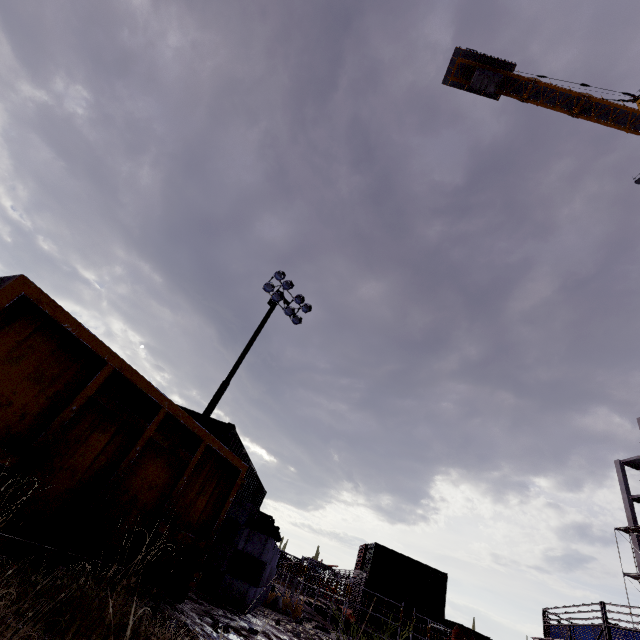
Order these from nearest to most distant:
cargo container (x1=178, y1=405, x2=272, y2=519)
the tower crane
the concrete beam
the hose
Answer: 1. the concrete beam
2. the hose
3. cargo container (x1=178, y1=405, x2=272, y2=519)
4. the tower crane

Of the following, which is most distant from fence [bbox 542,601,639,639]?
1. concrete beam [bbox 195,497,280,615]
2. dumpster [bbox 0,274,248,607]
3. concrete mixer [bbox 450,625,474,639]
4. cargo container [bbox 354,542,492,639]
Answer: cargo container [bbox 354,542,492,639]

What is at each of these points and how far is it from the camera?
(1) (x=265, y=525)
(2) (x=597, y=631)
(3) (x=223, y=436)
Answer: (1) hose, 6.4 meters
(2) fence, 7.4 meters
(3) cargo container, 6.5 meters

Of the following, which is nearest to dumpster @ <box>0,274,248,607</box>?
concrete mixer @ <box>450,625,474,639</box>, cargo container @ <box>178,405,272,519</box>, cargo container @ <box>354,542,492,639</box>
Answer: cargo container @ <box>178,405,272,519</box>

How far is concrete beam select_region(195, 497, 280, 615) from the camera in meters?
5.5 m

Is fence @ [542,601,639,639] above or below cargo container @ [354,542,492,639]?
below

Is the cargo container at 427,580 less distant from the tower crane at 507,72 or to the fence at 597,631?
the fence at 597,631

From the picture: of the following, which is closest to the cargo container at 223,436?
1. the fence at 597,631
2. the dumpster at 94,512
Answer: the dumpster at 94,512
